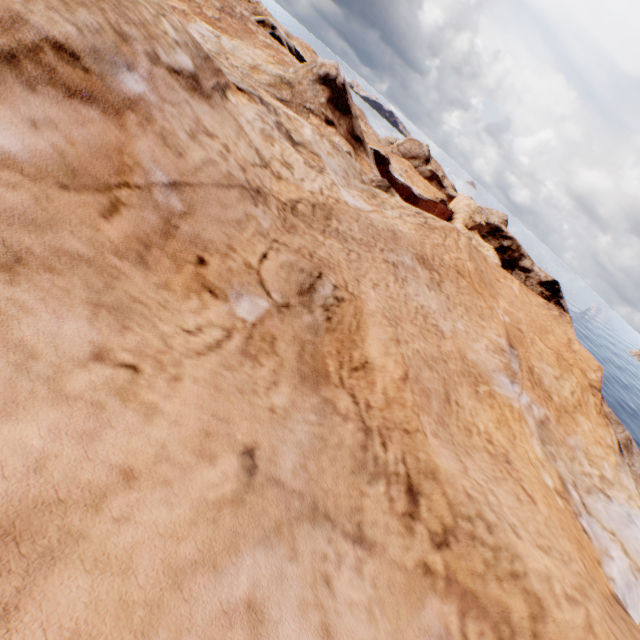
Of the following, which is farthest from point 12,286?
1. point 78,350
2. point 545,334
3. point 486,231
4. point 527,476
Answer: point 486,231
